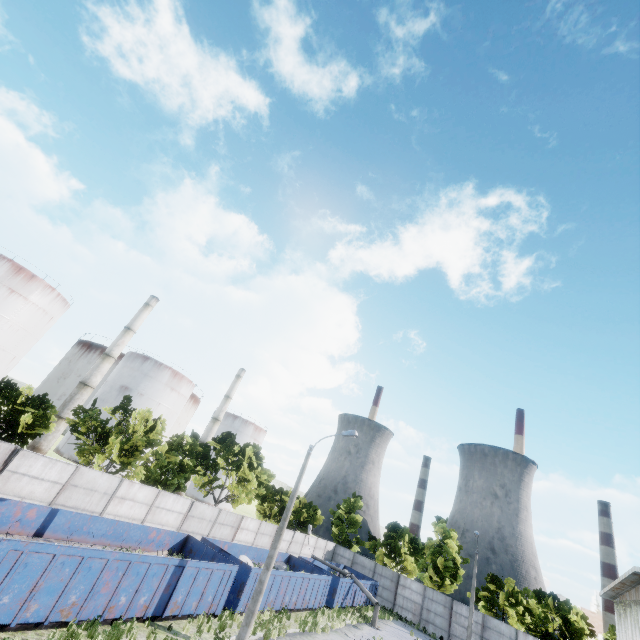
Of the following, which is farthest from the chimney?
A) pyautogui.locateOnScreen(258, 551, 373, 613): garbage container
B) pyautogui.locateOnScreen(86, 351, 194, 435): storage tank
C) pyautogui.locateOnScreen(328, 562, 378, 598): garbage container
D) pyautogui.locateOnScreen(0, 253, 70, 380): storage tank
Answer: pyautogui.locateOnScreen(328, 562, 378, 598): garbage container

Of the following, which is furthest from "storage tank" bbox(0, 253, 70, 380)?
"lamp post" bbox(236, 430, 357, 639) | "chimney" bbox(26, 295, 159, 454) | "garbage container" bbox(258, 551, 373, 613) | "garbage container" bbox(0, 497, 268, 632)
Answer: "lamp post" bbox(236, 430, 357, 639)

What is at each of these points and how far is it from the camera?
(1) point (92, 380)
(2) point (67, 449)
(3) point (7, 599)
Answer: (1) chimney, 44.9 meters
(2) storage tank, 45.8 meters
(3) garbage container, 9.4 meters

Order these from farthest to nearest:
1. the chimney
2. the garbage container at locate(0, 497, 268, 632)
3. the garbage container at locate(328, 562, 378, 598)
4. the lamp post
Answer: the chimney → the garbage container at locate(328, 562, 378, 598) → the lamp post → the garbage container at locate(0, 497, 268, 632)

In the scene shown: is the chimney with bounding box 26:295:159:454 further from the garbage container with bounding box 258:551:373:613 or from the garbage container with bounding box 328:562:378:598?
the garbage container with bounding box 328:562:378:598

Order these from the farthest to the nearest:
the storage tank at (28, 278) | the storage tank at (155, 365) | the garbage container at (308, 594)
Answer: the storage tank at (155, 365), the storage tank at (28, 278), the garbage container at (308, 594)

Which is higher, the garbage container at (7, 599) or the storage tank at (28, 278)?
the storage tank at (28, 278)

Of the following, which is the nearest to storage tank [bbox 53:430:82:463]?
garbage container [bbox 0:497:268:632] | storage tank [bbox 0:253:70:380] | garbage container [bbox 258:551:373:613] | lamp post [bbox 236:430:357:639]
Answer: storage tank [bbox 0:253:70:380]
